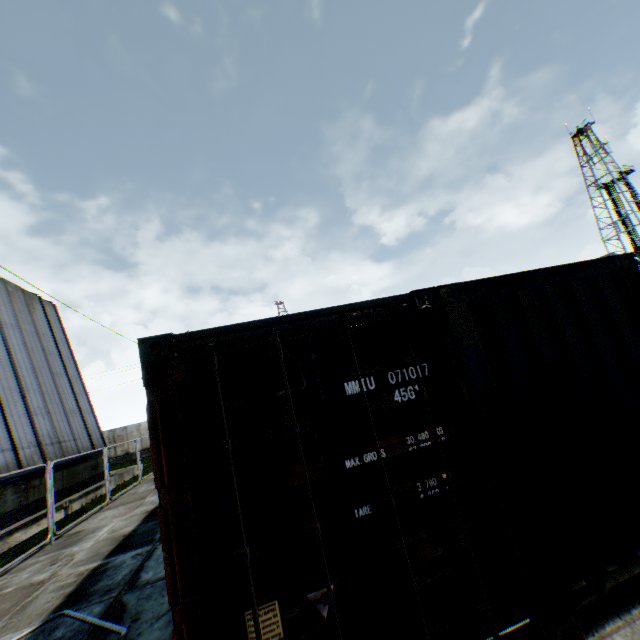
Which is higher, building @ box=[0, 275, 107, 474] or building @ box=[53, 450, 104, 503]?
building @ box=[0, 275, 107, 474]

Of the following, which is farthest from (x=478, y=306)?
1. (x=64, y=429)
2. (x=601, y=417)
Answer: (x=64, y=429)

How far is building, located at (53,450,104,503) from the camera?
13.69m

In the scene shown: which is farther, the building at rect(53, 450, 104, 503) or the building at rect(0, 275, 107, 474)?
the building at rect(53, 450, 104, 503)

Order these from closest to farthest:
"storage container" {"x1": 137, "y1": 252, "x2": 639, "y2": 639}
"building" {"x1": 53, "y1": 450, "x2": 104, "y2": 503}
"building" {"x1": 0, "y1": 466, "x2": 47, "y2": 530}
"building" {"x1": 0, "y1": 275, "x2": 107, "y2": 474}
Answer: "storage container" {"x1": 137, "y1": 252, "x2": 639, "y2": 639} < "building" {"x1": 0, "y1": 466, "x2": 47, "y2": 530} < "building" {"x1": 0, "y1": 275, "x2": 107, "y2": 474} < "building" {"x1": 53, "y1": 450, "x2": 104, "y2": 503}

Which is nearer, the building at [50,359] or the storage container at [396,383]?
the storage container at [396,383]

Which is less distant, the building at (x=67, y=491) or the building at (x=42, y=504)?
the building at (x=42, y=504)
